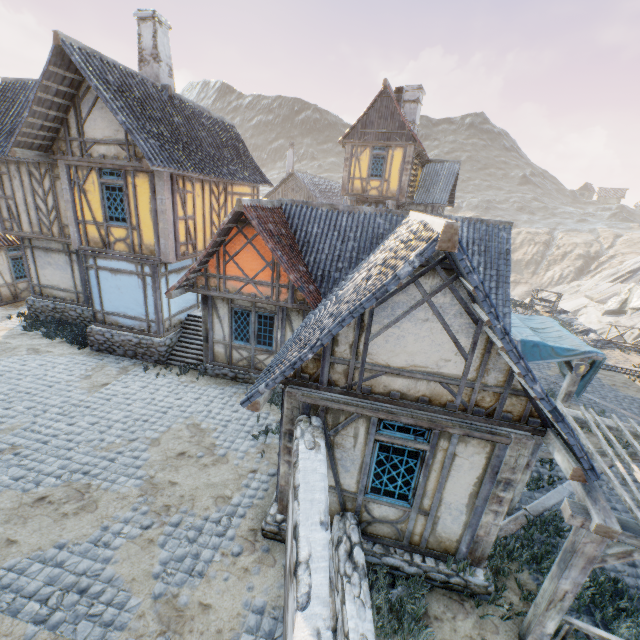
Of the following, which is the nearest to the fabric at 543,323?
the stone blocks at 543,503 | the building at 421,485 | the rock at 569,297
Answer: the building at 421,485

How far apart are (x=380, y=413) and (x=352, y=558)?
2.5 meters

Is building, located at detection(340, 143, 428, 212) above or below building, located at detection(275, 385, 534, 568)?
above

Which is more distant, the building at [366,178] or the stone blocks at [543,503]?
the building at [366,178]

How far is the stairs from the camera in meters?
12.5 m

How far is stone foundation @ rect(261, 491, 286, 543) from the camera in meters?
6.4 m

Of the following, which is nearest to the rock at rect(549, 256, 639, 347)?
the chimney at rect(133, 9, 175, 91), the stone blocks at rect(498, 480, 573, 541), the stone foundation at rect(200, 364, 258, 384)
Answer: the stone blocks at rect(498, 480, 573, 541)

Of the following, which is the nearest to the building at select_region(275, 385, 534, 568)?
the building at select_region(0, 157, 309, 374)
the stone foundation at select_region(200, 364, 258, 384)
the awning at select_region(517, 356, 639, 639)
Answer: the stone foundation at select_region(200, 364, 258, 384)
